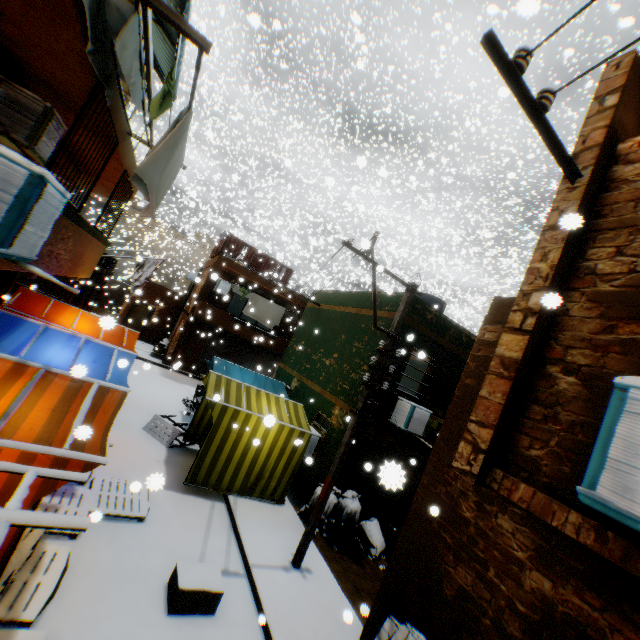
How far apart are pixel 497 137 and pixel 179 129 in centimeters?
3917cm

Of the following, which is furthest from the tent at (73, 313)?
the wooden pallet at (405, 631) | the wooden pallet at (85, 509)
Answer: the wooden pallet at (405, 631)

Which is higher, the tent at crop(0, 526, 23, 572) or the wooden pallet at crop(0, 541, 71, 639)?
the tent at crop(0, 526, 23, 572)

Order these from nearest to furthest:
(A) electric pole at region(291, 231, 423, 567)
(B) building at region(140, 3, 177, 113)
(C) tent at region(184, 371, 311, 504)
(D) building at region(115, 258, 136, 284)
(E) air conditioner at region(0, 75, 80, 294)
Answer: (E) air conditioner at region(0, 75, 80, 294), (B) building at region(140, 3, 177, 113), (A) electric pole at region(291, 231, 423, 567), (C) tent at region(184, 371, 311, 504), (D) building at region(115, 258, 136, 284)

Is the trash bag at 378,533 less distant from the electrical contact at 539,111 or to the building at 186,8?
the building at 186,8

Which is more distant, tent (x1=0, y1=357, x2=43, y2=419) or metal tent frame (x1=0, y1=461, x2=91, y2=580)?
tent (x1=0, y1=357, x2=43, y2=419)

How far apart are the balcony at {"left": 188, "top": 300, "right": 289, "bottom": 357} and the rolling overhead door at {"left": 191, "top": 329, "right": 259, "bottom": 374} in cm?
2

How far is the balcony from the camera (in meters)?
17.53
